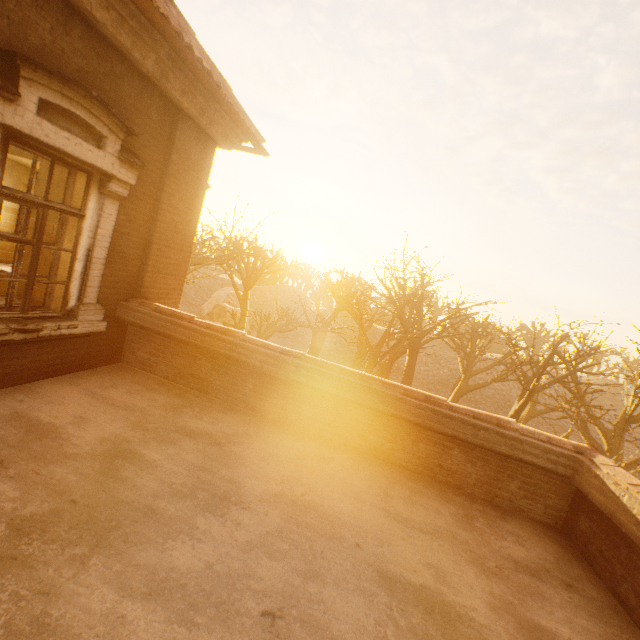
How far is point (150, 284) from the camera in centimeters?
546cm

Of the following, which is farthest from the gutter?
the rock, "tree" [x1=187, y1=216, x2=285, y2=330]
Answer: the rock

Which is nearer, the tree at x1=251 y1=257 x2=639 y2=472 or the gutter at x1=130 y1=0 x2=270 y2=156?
the gutter at x1=130 y1=0 x2=270 y2=156

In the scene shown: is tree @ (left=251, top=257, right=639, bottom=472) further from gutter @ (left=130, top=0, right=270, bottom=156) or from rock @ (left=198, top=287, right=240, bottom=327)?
gutter @ (left=130, top=0, right=270, bottom=156)

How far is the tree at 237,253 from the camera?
13.5 meters

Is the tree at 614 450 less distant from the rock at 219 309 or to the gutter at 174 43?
the rock at 219 309
